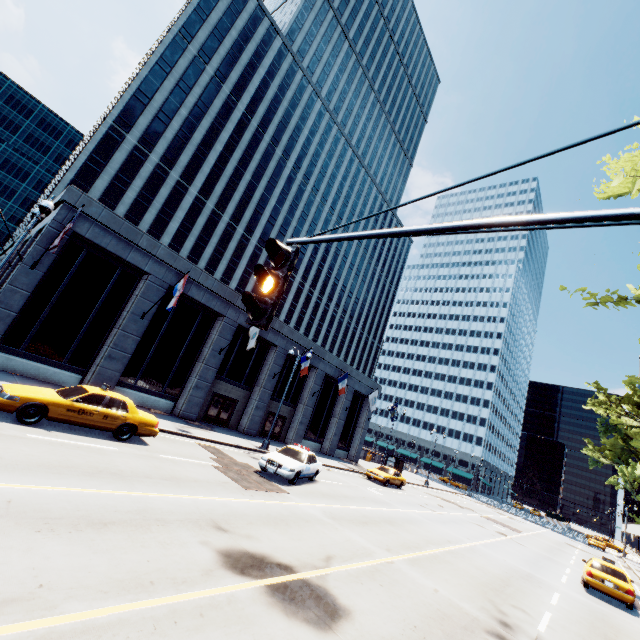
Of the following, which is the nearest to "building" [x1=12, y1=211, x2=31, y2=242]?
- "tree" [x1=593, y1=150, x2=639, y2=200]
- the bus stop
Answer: the bus stop

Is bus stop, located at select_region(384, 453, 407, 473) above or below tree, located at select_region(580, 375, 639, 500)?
below

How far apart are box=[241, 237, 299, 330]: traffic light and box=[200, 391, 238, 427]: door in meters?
23.6

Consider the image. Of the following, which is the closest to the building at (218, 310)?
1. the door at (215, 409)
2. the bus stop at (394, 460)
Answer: the door at (215, 409)

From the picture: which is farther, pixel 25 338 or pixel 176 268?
pixel 176 268

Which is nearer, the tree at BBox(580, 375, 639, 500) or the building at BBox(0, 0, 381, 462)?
the building at BBox(0, 0, 381, 462)

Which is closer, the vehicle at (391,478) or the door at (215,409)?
the door at (215,409)

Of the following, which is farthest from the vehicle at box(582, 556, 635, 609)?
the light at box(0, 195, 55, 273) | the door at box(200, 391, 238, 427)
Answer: the light at box(0, 195, 55, 273)
